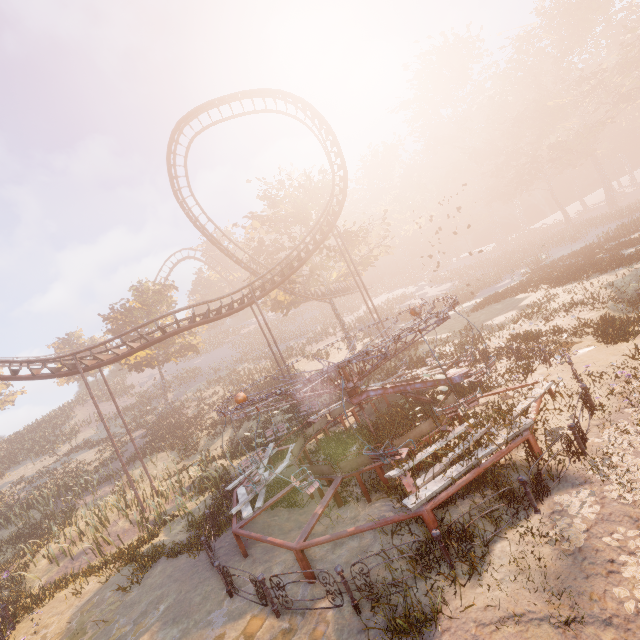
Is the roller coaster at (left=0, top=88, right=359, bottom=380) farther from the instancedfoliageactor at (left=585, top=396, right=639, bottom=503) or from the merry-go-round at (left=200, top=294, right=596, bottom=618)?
the instancedfoliageactor at (left=585, top=396, right=639, bottom=503)

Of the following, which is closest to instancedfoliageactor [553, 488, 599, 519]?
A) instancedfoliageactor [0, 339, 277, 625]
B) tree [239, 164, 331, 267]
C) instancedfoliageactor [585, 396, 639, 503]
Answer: instancedfoliageactor [585, 396, 639, 503]

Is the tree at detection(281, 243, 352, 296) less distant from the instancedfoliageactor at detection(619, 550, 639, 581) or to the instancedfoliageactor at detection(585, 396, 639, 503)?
the instancedfoliageactor at detection(585, 396, 639, 503)

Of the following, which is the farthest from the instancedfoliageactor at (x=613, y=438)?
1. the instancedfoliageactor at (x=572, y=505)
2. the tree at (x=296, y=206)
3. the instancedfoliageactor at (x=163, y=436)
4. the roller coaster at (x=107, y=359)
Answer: the tree at (x=296, y=206)

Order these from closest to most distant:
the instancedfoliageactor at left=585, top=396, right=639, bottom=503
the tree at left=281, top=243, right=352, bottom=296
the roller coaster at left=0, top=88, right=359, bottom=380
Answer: the instancedfoliageactor at left=585, top=396, right=639, bottom=503, the roller coaster at left=0, top=88, right=359, bottom=380, the tree at left=281, top=243, right=352, bottom=296

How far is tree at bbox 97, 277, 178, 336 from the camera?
35.6 meters

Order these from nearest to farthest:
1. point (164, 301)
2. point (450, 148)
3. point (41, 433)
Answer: point (164, 301) < point (41, 433) < point (450, 148)

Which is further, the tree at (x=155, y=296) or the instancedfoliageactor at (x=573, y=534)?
the tree at (x=155, y=296)
